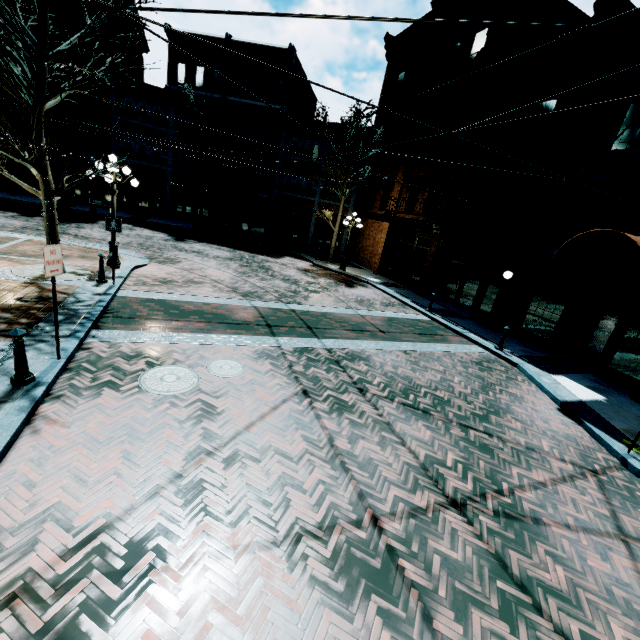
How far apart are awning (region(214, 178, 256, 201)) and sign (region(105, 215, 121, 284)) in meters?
16.2 m

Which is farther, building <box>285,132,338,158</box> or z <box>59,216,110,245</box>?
building <box>285,132,338,158</box>

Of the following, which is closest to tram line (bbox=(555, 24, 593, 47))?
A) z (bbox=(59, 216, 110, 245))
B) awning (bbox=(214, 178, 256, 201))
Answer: z (bbox=(59, 216, 110, 245))

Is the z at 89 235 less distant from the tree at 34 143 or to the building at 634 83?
the building at 634 83

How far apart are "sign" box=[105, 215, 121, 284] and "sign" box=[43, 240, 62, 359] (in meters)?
4.63

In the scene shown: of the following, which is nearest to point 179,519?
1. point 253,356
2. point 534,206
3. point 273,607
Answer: point 273,607

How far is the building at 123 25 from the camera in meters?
22.9 m

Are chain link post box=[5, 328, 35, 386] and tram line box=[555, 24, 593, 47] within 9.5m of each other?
yes
